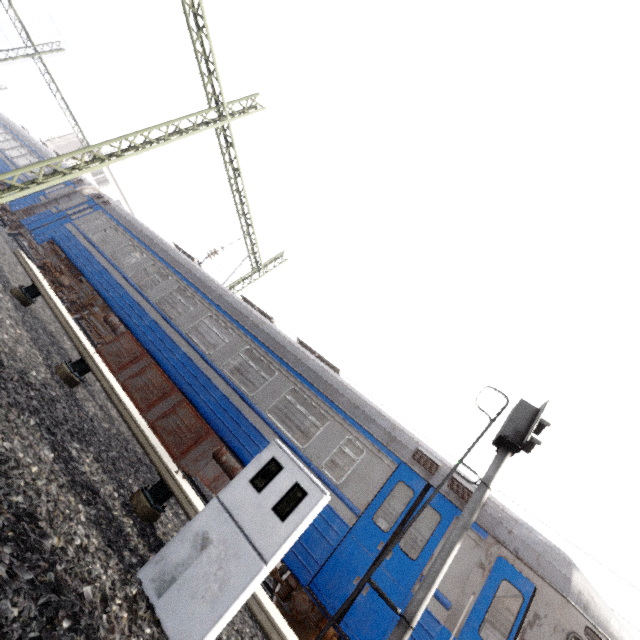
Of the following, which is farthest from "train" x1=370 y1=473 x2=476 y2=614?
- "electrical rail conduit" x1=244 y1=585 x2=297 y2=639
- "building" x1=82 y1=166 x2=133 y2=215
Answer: "electrical rail conduit" x1=244 y1=585 x2=297 y2=639

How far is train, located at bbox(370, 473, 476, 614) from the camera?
5.5 meters

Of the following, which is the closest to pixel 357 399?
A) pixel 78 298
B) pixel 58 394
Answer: pixel 58 394

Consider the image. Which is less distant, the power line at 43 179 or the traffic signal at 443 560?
the traffic signal at 443 560

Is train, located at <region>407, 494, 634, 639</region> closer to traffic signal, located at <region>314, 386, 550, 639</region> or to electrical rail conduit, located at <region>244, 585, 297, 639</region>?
traffic signal, located at <region>314, 386, 550, 639</region>

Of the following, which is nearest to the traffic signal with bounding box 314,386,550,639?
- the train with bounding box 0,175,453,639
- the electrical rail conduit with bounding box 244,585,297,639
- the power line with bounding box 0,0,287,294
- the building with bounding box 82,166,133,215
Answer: the train with bounding box 0,175,453,639

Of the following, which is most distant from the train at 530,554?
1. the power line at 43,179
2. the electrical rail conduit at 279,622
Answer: the electrical rail conduit at 279,622

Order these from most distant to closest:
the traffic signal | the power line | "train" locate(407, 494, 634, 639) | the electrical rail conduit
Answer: the power line → "train" locate(407, 494, 634, 639) → the traffic signal → the electrical rail conduit
